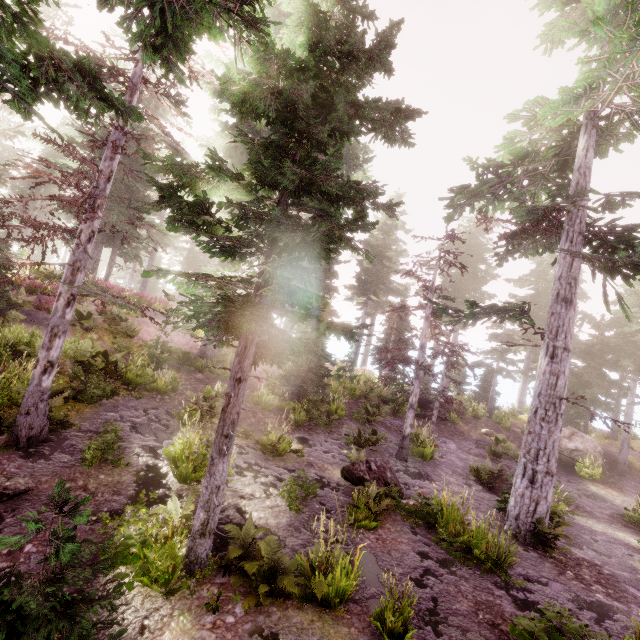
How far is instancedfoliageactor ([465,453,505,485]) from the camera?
13.9 meters

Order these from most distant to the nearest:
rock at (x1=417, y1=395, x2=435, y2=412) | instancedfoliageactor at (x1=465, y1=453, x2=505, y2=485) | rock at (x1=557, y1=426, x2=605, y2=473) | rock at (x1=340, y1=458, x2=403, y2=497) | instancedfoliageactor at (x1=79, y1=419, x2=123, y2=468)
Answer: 1. rock at (x1=417, y1=395, x2=435, y2=412)
2. rock at (x1=557, y1=426, x2=605, y2=473)
3. instancedfoliageactor at (x1=465, y1=453, x2=505, y2=485)
4. rock at (x1=340, y1=458, x2=403, y2=497)
5. instancedfoliageactor at (x1=79, y1=419, x2=123, y2=468)

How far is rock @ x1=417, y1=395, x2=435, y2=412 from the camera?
23.29m

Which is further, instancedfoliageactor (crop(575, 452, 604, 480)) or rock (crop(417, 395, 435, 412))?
rock (crop(417, 395, 435, 412))

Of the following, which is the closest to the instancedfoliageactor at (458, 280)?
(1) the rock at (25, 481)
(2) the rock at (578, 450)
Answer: (2) the rock at (578, 450)

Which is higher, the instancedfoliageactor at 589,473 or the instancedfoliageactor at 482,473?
the instancedfoliageactor at 589,473

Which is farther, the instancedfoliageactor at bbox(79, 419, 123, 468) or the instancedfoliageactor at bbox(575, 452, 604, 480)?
the instancedfoliageactor at bbox(575, 452, 604, 480)

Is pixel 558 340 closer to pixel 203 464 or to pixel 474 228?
pixel 203 464
